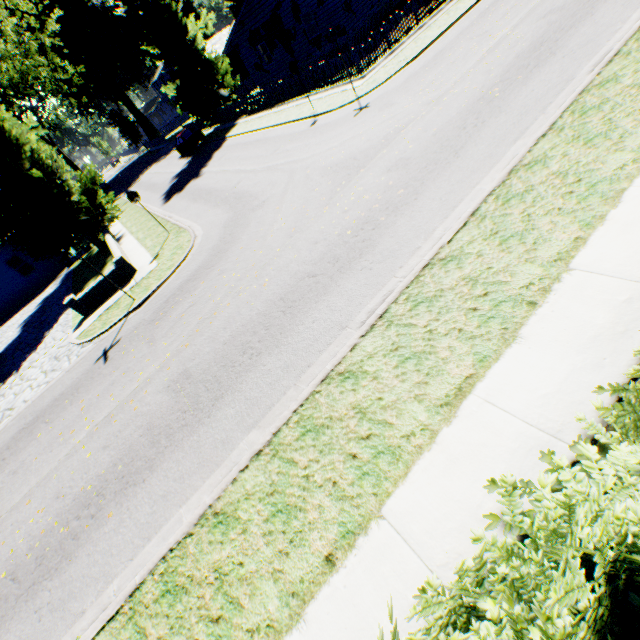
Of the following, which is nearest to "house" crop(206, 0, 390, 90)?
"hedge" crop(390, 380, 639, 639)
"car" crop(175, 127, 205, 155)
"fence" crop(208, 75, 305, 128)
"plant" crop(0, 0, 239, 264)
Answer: "plant" crop(0, 0, 239, 264)

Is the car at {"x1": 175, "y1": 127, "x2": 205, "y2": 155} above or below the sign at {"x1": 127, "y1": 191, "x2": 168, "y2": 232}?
below

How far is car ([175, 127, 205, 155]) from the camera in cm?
2992

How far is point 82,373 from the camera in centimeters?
1014cm

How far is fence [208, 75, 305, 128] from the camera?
21.8 meters

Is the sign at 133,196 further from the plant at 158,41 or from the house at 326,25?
the house at 326,25

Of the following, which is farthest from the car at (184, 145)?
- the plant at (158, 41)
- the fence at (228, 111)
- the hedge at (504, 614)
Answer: the hedge at (504, 614)
